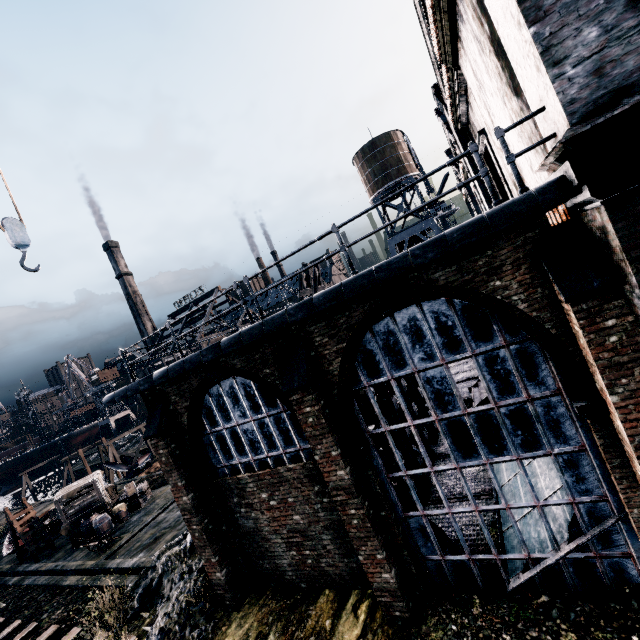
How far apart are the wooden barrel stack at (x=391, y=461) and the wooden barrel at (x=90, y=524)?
21.5 meters

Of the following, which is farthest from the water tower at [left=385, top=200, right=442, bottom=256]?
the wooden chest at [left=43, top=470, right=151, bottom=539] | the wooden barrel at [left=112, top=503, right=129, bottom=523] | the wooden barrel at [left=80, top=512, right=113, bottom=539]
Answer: the wooden barrel at [left=80, top=512, right=113, bottom=539]

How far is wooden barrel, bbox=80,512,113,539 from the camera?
20.9 meters

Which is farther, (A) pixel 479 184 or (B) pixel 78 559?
(B) pixel 78 559

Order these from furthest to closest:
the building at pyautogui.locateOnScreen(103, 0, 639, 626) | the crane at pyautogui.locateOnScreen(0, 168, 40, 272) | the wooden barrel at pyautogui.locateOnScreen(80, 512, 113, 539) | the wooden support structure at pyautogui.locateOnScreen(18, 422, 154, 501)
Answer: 1. the wooden support structure at pyautogui.locateOnScreen(18, 422, 154, 501)
2. the wooden barrel at pyautogui.locateOnScreen(80, 512, 113, 539)
3. the crane at pyautogui.locateOnScreen(0, 168, 40, 272)
4. the building at pyautogui.locateOnScreen(103, 0, 639, 626)

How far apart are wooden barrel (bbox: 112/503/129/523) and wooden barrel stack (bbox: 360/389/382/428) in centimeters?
2207cm

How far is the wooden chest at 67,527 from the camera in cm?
2178

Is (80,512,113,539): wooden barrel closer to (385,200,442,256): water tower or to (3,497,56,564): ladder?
(3,497,56,564): ladder
